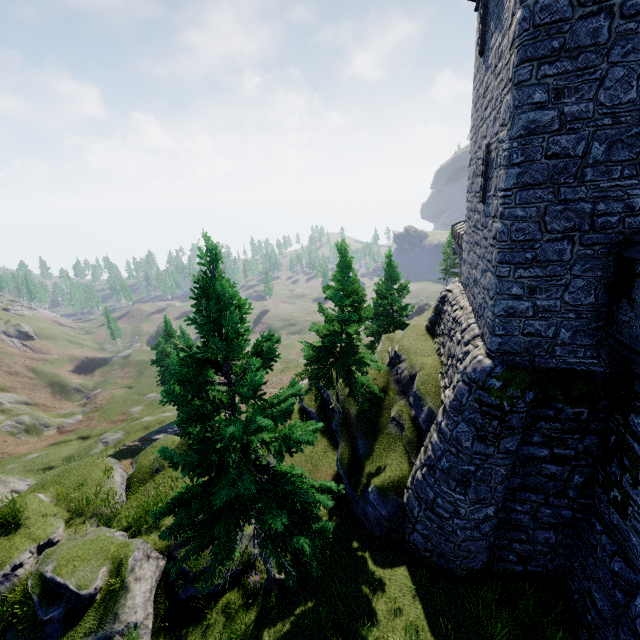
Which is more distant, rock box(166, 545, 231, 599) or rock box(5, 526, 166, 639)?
rock box(166, 545, 231, 599)

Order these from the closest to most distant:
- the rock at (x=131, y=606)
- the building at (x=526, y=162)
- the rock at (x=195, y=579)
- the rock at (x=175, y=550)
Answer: the building at (x=526, y=162) < the rock at (x=131, y=606) < the rock at (x=195, y=579) < the rock at (x=175, y=550)

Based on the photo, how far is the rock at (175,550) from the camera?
12.8m

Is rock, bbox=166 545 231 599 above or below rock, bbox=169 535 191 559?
below

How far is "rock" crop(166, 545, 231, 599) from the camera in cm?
1196

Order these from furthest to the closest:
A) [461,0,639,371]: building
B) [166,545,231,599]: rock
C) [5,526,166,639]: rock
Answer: A: [166,545,231,599]: rock < [5,526,166,639]: rock < [461,0,639,371]: building

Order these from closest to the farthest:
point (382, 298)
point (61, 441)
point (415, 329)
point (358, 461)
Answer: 1. point (358, 461)
2. point (415, 329)
3. point (382, 298)
4. point (61, 441)
